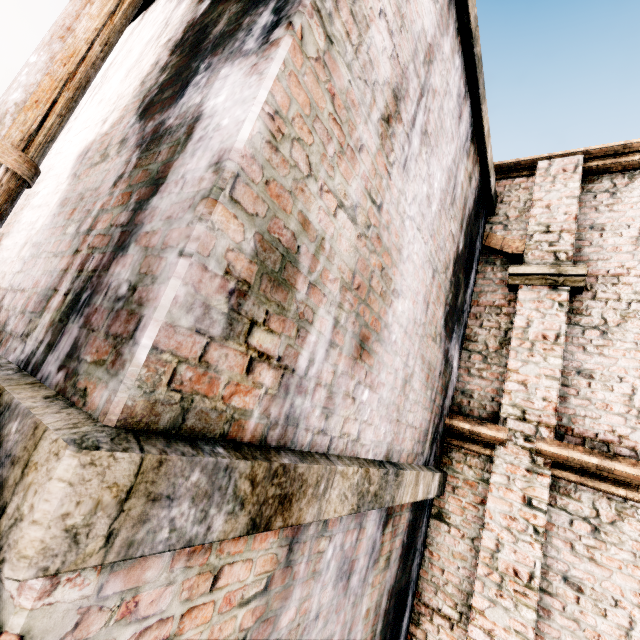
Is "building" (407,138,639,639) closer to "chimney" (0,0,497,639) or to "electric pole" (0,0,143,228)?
"chimney" (0,0,497,639)

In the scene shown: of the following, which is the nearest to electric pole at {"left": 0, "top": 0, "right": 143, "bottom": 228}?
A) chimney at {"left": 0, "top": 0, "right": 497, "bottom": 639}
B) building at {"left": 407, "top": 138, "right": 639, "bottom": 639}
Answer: chimney at {"left": 0, "top": 0, "right": 497, "bottom": 639}

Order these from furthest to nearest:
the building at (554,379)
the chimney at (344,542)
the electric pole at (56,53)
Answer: the building at (554,379) < the electric pole at (56,53) < the chimney at (344,542)

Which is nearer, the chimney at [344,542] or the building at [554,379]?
the chimney at [344,542]

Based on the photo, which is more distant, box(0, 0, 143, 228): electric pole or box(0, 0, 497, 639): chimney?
box(0, 0, 143, 228): electric pole

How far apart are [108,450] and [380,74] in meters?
2.4 m

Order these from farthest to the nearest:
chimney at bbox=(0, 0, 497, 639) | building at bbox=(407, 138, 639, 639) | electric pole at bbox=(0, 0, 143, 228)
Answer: building at bbox=(407, 138, 639, 639), electric pole at bbox=(0, 0, 143, 228), chimney at bbox=(0, 0, 497, 639)
